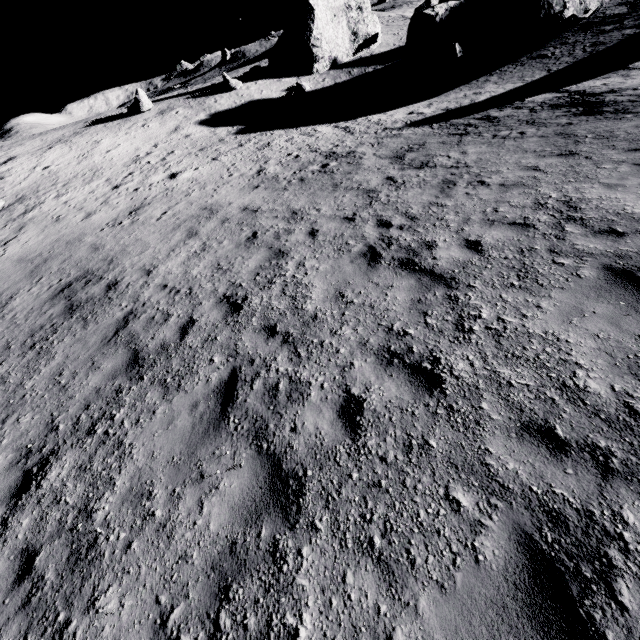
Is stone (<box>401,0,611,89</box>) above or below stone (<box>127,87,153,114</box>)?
below

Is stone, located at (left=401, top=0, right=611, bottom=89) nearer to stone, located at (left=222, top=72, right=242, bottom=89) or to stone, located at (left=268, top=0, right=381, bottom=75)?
stone, located at (left=268, top=0, right=381, bottom=75)

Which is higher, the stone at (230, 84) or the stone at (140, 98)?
the stone at (140, 98)

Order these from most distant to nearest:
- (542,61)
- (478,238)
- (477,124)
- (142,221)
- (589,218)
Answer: (542,61) < (477,124) < (142,221) < (478,238) < (589,218)

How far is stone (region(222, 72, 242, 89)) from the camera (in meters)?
32.31

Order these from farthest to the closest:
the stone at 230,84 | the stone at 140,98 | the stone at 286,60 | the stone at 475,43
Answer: the stone at 286,60
the stone at 230,84
the stone at 140,98
the stone at 475,43

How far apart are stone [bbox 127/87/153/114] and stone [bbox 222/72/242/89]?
7.25m

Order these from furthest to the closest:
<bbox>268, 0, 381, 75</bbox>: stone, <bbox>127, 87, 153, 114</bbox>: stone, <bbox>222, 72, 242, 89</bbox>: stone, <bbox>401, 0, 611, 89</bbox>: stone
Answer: <bbox>268, 0, 381, 75</bbox>: stone
<bbox>222, 72, 242, 89</bbox>: stone
<bbox>127, 87, 153, 114</bbox>: stone
<bbox>401, 0, 611, 89</bbox>: stone
